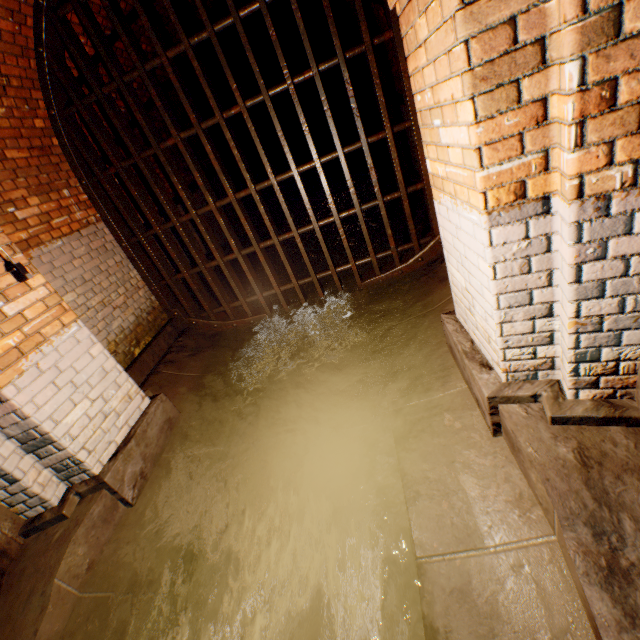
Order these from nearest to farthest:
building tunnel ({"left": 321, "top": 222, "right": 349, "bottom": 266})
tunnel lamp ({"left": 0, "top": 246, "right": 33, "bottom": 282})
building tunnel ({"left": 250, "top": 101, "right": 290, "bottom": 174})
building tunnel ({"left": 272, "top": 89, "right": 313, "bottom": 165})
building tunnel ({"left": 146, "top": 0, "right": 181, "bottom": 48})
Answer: tunnel lamp ({"left": 0, "top": 246, "right": 33, "bottom": 282})
building tunnel ({"left": 146, "top": 0, "right": 181, "bottom": 48})
building tunnel ({"left": 321, "top": 222, "right": 349, "bottom": 266})
building tunnel ({"left": 250, "top": 101, "right": 290, "bottom": 174})
building tunnel ({"left": 272, "top": 89, "right": 313, "bottom": 165})

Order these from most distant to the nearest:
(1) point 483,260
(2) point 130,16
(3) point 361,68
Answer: (3) point 361,68 → (2) point 130,16 → (1) point 483,260

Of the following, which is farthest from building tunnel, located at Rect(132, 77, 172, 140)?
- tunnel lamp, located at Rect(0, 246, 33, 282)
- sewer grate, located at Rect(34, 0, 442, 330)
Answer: tunnel lamp, located at Rect(0, 246, 33, 282)

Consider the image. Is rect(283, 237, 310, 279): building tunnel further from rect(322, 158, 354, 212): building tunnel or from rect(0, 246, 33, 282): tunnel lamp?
rect(322, 158, 354, 212): building tunnel

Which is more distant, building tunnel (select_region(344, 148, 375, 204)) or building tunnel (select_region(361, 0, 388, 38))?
building tunnel (select_region(344, 148, 375, 204))

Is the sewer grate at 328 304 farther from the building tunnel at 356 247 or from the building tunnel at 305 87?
the building tunnel at 305 87

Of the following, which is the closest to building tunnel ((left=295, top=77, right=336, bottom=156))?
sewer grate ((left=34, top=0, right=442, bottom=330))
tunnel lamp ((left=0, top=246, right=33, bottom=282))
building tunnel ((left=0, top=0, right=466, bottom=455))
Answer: building tunnel ((left=0, top=0, right=466, bottom=455))

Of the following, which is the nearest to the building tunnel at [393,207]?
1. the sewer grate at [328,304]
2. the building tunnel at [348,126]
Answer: the sewer grate at [328,304]
